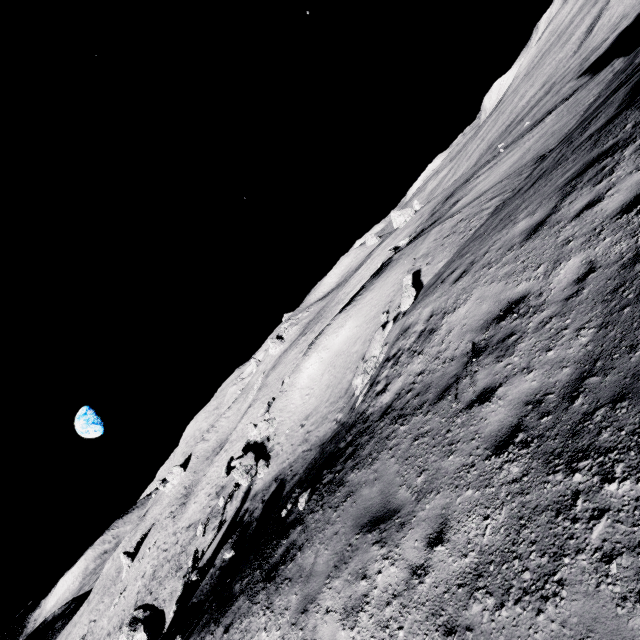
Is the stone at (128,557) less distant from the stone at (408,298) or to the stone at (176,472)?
the stone at (176,472)

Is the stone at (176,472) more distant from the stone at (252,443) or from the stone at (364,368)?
the stone at (364,368)

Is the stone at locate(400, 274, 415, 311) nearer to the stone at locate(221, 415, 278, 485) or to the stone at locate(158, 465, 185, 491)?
the stone at locate(221, 415, 278, 485)

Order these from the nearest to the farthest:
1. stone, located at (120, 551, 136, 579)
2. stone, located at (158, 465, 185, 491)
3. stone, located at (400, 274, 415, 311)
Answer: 1. stone, located at (400, 274, 415, 311)
2. stone, located at (120, 551, 136, 579)
3. stone, located at (158, 465, 185, 491)

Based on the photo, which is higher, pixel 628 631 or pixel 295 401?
pixel 628 631

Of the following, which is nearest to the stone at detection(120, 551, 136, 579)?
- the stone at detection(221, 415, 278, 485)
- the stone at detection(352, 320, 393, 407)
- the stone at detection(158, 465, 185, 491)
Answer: the stone at detection(158, 465, 185, 491)

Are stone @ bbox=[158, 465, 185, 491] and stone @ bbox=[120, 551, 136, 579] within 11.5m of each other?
yes

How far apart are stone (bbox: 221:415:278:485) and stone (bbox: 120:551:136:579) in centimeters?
4557cm
